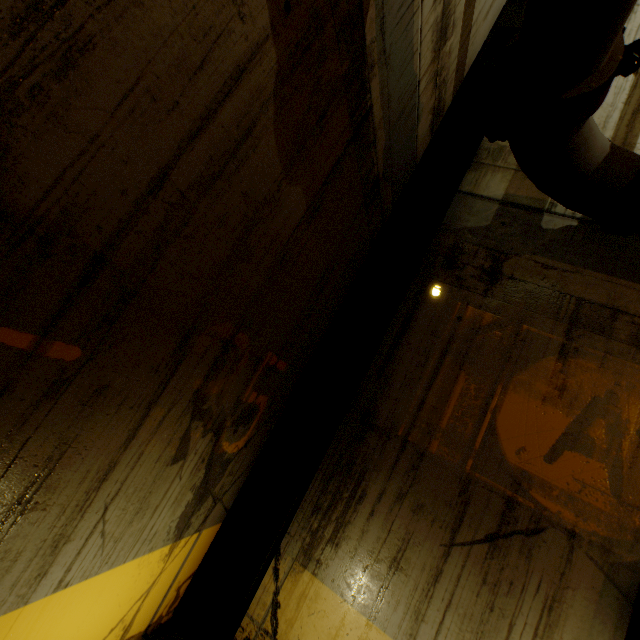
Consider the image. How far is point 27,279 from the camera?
0.9 meters

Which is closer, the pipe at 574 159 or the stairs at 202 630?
the pipe at 574 159

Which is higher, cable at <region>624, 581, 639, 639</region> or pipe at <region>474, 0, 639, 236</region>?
pipe at <region>474, 0, 639, 236</region>

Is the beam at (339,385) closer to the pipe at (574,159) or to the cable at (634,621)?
the pipe at (574,159)

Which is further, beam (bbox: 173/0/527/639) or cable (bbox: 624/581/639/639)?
beam (bbox: 173/0/527/639)

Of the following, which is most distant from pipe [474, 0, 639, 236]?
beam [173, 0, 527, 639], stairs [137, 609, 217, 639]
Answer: beam [173, 0, 527, 639]

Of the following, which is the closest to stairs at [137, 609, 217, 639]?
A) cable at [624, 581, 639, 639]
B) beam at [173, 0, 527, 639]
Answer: beam at [173, 0, 527, 639]

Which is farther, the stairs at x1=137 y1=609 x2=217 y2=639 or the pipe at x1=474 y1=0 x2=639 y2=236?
the stairs at x1=137 y1=609 x2=217 y2=639
